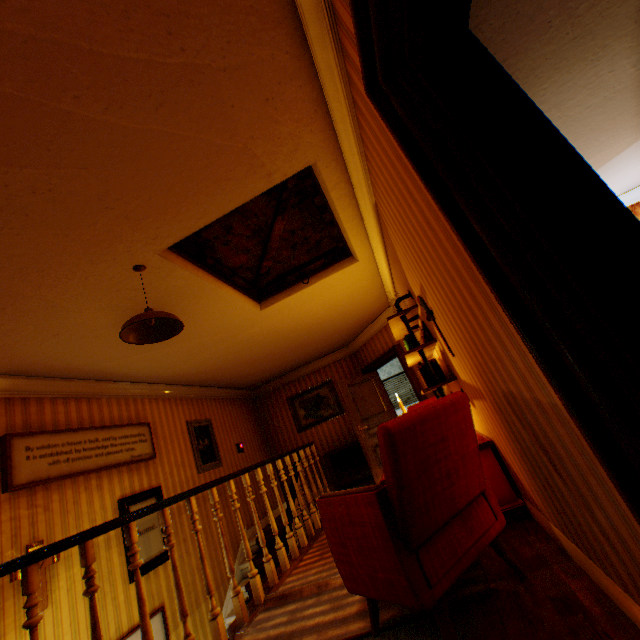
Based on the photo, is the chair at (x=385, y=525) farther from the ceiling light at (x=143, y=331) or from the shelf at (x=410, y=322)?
the ceiling light at (x=143, y=331)

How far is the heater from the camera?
7.5 meters

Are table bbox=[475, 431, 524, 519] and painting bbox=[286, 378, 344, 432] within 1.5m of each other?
no

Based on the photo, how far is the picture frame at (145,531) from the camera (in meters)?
4.32

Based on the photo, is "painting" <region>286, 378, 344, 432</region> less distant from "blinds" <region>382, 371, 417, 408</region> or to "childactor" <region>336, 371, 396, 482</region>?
"childactor" <region>336, 371, 396, 482</region>

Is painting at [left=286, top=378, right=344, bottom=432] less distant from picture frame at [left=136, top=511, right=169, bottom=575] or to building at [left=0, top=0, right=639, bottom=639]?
building at [left=0, top=0, right=639, bottom=639]

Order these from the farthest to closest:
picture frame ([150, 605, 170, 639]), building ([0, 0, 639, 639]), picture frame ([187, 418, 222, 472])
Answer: picture frame ([187, 418, 222, 472]) → picture frame ([150, 605, 170, 639]) → building ([0, 0, 639, 639])

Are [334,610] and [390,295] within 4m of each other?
no
